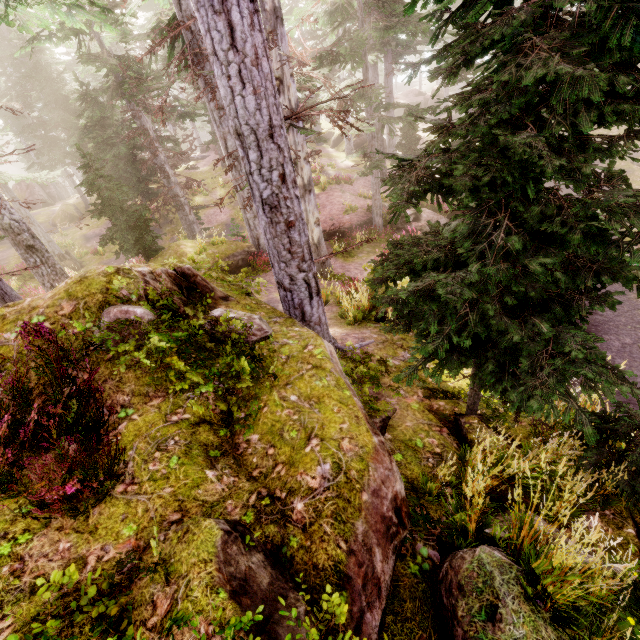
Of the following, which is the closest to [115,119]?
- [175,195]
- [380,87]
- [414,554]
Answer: [175,195]

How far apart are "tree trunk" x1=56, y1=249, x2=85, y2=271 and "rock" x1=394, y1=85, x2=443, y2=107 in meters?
42.5 m

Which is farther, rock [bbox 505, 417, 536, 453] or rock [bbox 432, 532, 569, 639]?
rock [bbox 505, 417, 536, 453]

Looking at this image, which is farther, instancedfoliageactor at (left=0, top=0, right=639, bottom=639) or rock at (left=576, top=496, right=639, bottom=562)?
rock at (left=576, top=496, right=639, bottom=562)

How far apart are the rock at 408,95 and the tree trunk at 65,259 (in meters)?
42.46

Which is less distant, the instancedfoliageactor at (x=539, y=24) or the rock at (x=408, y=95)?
the instancedfoliageactor at (x=539, y=24)

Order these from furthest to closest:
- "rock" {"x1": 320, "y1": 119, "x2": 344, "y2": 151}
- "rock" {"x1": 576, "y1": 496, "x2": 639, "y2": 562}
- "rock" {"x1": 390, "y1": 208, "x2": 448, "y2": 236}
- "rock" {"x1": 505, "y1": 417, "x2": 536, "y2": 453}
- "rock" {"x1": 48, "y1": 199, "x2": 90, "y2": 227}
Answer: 1. "rock" {"x1": 320, "y1": 119, "x2": 344, "y2": 151}
2. "rock" {"x1": 48, "y1": 199, "x2": 90, "y2": 227}
3. "rock" {"x1": 390, "y1": 208, "x2": 448, "y2": 236}
4. "rock" {"x1": 505, "y1": 417, "x2": 536, "y2": 453}
5. "rock" {"x1": 576, "y1": 496, "x2": 639, "y2": 562}
